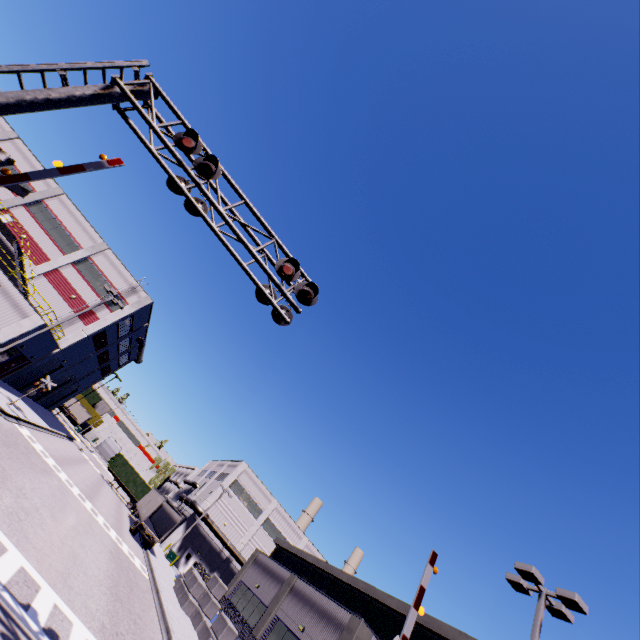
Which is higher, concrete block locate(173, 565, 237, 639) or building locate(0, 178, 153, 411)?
building locate(0, 178, 153, 411)

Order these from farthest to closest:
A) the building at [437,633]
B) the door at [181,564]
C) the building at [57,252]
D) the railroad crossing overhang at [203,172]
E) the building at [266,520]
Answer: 1. the door at [181,564]
2. the building at [57,252]
3. the building at [437,633]
4. the building at [266,520]
5. the railroad crossing overhang at [203,172]

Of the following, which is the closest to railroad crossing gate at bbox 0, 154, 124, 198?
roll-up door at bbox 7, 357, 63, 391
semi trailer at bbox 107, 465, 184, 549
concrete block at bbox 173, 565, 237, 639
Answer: semi trailer at bbox 107, 465, 184, 549

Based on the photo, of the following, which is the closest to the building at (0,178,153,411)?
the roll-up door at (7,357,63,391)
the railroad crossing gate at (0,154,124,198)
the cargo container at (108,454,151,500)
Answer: the roll-up door at (7,357,63,391)

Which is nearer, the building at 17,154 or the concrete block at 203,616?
the concrete block at 203,616

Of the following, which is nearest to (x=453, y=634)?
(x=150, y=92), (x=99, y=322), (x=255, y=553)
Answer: (x=255, y=553)

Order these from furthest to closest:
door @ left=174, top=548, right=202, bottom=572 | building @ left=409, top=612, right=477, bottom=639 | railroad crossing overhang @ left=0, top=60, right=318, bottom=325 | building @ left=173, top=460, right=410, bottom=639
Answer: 1. door @ left=174, top=548, right=202, bottom=572
2. building @ left=409, top=612, right=477, bottom=639
3. building @ left=173, top=460, right=410, bottom=639
4. railroad crossing overhang @ left=0, top=60, right=318, bottom=325

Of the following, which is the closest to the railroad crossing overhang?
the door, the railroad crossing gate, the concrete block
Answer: the railroad crossing gate
